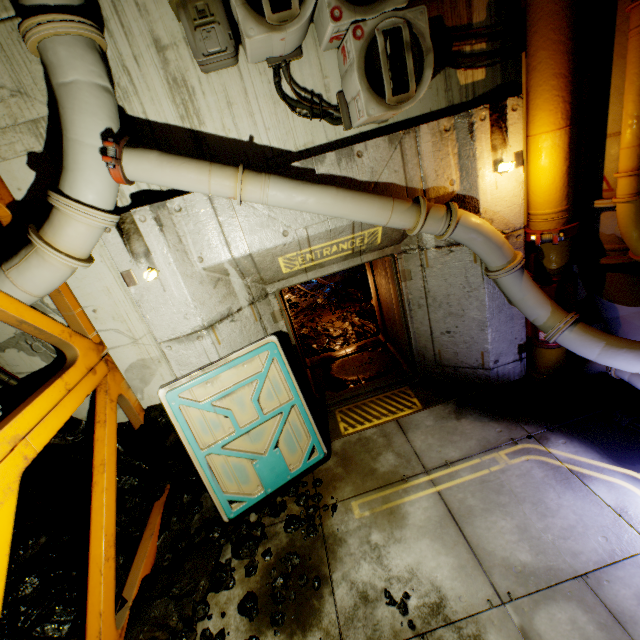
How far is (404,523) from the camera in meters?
3.7

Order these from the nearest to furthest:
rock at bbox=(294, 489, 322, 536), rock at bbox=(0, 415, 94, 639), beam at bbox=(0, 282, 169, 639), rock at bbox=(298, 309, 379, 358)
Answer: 1. beam at bbox=(0, 282, 169, 639)
2. rock at bbox=(0, 415, 94, 639)
3. rock at bbox=(294, 489, 322, 536)
4. rock at bbox=(298, 309, 379, 358)

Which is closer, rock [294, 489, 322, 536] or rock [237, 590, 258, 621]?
rock [237, 590, 258, 621]

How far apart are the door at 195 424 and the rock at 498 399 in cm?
253

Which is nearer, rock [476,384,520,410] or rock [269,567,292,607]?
rock [269,567,292,607]

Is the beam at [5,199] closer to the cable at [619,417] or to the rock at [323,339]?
the rock at [323,339]

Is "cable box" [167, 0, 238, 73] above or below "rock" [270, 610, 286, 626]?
above

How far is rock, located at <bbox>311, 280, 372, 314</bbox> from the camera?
9.5m
